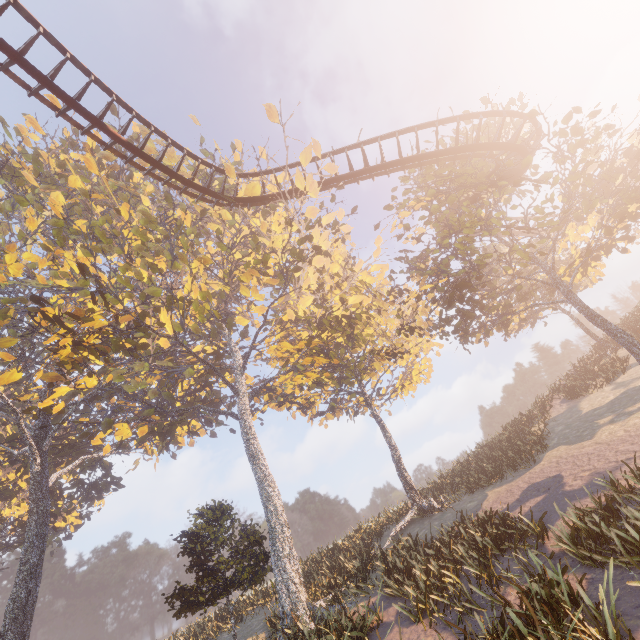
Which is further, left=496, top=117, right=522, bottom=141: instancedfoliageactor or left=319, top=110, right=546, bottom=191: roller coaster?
left=496, top=117, right=522, bottom=141: instancedfoliageactor

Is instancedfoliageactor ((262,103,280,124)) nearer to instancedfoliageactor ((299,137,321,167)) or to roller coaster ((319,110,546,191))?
instancedfoliageactor ((299,137,321,167))

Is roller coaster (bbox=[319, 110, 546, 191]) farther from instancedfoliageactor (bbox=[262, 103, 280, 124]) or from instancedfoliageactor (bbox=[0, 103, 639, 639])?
instancedfoliageactor (bbox=[262, 103, 280, 124])

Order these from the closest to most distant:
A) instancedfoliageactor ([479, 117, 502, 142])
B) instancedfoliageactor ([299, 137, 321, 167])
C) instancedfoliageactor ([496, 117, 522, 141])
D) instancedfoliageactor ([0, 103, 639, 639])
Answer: instancedfoliageactor ([0, 103, 639, 639])
instancedfoliageactor ([299, 137, 321, 167])
instancedfoliageactor ([479, 117, 502, 142])
instancedfoliageactor ([496, 117, 522, 141])

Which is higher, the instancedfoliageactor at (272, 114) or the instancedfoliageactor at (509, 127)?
the instancedfoliageactor at (272, 114)

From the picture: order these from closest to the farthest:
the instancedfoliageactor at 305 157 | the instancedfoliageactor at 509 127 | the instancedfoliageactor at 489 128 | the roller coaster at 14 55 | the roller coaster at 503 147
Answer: the roller coaster at 14 55, the roller coaster at 503 147, the instancedfoliageactor at 305 157, the instancedfoliageactor at 489 128, the instancedfoliageactor at 509 127

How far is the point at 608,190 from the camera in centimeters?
1844cm

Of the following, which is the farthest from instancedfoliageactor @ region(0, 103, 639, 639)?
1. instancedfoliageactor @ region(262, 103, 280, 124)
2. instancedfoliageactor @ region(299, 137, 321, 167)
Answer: instancedfoliageactor @ region(262, 103, 280, 124)
